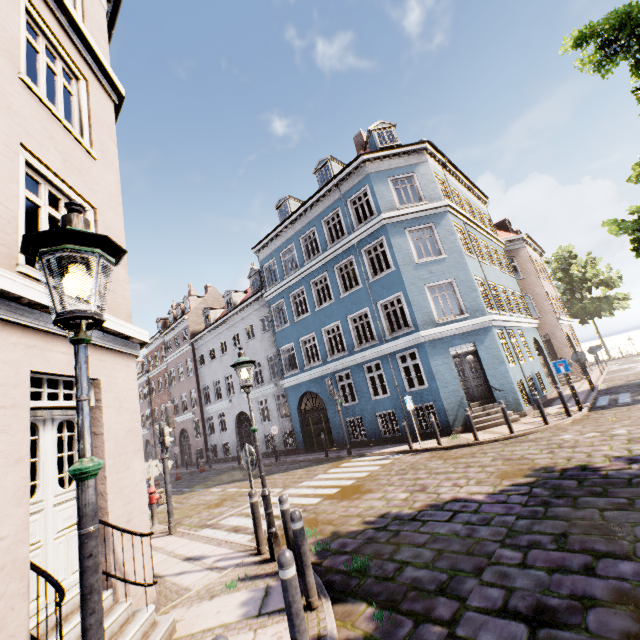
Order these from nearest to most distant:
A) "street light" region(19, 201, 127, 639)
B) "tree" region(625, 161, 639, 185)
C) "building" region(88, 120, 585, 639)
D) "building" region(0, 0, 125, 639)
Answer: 1. "street light" region(19, 201, 127, 639)
2. "building" region(0, 0, 125, 639)
3. "building" region(88, 120, 585, 639)
4. "tree" region(625, 161, 639, 185)

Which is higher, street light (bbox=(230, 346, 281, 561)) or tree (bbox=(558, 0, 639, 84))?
tree (bbox=(558, 0, 639, 84))

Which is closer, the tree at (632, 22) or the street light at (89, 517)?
the street light at (89, 517)

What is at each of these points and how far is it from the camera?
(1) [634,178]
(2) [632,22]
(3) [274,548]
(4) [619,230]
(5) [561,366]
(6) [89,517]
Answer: (1) tree, 16.1 meters
(2) tree, 5.6 meters
(3) street light, 5.6 meters
(4) tree, 16.7 meters
(5) sign, 12.0 meters
(6) street light, 1.6 meters

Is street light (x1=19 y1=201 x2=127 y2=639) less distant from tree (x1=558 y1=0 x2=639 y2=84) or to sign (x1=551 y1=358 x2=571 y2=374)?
tree (x1=558 y1=0 x2=639 y2=84)

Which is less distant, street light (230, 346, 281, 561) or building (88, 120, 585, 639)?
building (88, 120, 585, 639)

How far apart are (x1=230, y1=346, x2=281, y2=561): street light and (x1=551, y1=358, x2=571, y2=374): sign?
11.61m

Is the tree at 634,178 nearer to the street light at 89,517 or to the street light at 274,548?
the street light at 274,548
